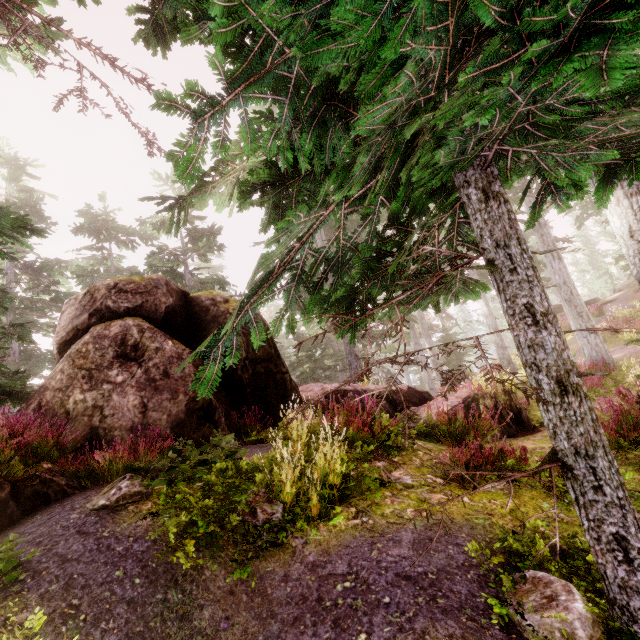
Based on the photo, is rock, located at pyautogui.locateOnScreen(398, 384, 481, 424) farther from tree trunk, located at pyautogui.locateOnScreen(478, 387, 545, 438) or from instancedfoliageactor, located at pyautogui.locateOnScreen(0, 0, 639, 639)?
tree trunk, located at pyautogui.locateOnScreen(478, 387, 545, 438)

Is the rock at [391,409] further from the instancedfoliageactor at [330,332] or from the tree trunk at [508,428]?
the tree trunk at [508,428]

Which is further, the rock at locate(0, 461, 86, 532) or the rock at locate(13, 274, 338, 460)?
the rock at locate(13, 274, 338, 460)

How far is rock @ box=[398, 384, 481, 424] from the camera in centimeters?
1062cm

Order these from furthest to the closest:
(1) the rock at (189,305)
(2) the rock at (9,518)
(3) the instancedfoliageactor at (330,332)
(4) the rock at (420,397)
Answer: (4) the rock at (420,397) < (1) the rock at (189,305) < (2) the rock at (9,518) < (3) the instancedfoliageactor at (330,332)

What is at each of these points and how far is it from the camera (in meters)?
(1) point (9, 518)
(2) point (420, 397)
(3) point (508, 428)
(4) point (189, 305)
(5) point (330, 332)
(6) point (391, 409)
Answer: (1) rock, 4.38
(2) rock, 12.52
(3) tree trunk, 9.29
(4) rock, 10.14
(5) instancedfoliageactor, 3.35
(6) rock, 11.28

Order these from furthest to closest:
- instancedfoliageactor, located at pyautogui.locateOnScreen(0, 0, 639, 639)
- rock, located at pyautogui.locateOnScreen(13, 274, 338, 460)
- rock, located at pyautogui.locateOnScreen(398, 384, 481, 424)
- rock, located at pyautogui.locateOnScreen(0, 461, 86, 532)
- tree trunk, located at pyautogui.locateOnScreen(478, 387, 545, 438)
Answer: rock, located at pyautogui.locateOnScreen(398, 384, 481, 424), tree trunk, located at pyautogui.locateOnScreen(478, 387, 545, 438), rock, located at pyautogui.locateOnScreen(13, 274, 338, 460), rock, located at pyautogui.locateOnScreen(0, 461, 86, 532), instancedfoliageactor, located at pyautogui.locateOnScreen(0, 0, 639, 639)
